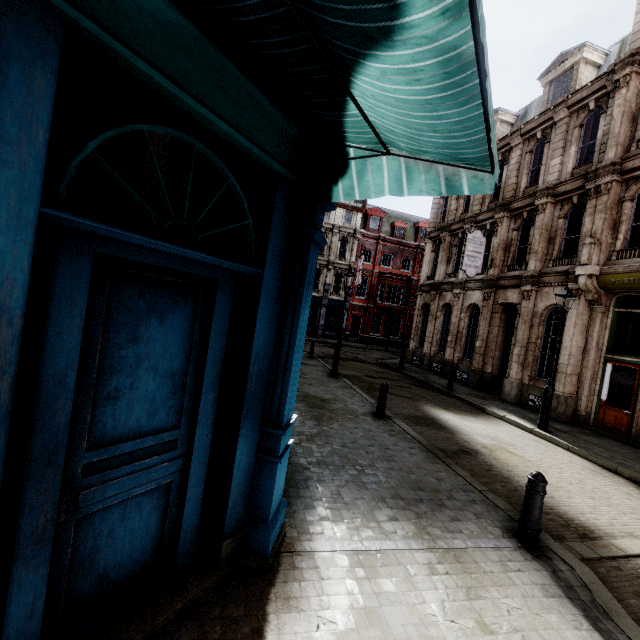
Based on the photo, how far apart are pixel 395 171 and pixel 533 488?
4.5 meters

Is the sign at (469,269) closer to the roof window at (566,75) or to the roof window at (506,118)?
the roof window at (566,75)

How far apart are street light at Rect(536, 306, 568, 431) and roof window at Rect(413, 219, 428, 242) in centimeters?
2922cm

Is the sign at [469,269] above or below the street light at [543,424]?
above

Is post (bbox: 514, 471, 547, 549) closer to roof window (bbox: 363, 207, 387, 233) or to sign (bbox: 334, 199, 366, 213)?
sign (bbox: 334, 199, 366, 213)

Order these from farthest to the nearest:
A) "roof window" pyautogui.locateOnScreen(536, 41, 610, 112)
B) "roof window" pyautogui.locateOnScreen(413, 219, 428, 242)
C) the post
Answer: "roof window" pyautogui.locateOnScreen(413, 219, 428, 242), "roof window" pyautogui.locateOnScreen(536, 41, 610, 112), the post

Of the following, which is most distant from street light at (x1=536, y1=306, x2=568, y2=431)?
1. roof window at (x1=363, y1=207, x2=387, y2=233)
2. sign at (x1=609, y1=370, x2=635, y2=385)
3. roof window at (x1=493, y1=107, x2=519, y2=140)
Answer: roof window at (x1=363, y1=207, x2=387, y2=233)

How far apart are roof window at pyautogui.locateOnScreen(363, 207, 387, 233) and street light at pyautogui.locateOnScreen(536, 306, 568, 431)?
28.0 meters
